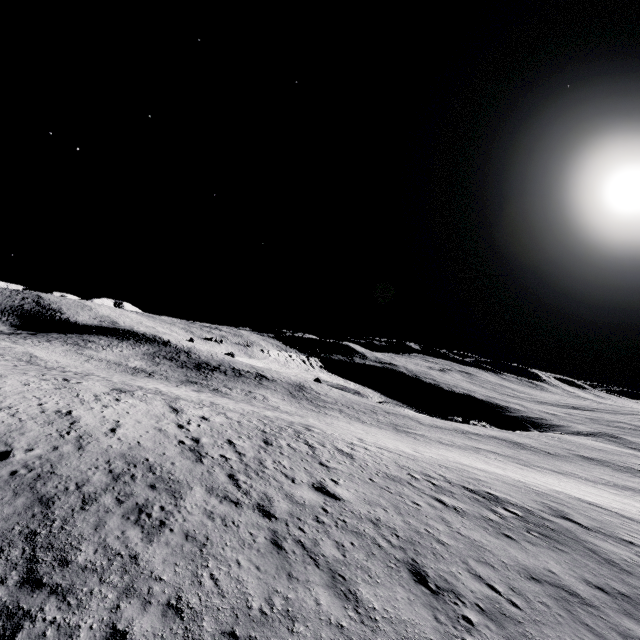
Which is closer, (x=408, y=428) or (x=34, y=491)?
(x=34, y=491)
